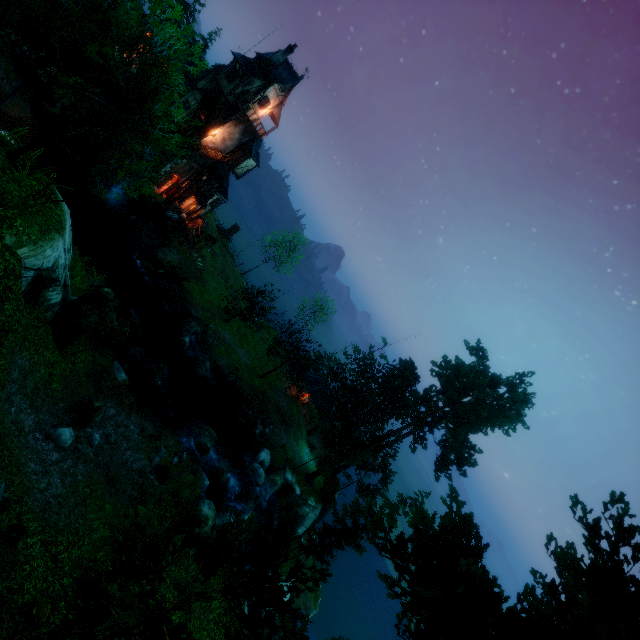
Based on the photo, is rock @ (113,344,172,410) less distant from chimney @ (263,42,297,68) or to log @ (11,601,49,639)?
log @ (11,601,49,639)

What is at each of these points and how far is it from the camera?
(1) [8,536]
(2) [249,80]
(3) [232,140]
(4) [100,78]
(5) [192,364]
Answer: (1) rock, 9.4 meters
(2) building, 30.8 meters
(3) tower, 35.5 meters
(4) tree, 12.7 meters
(5) rock, 29.0 meters

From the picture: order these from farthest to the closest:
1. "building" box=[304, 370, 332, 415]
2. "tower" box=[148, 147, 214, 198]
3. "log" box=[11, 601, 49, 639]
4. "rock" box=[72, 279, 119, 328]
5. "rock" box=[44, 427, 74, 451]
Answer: "building" box=[304, 370, 332, 415]
"tower" box=[148, 147, 214, 198]
"rock" box=[72, 279, 119, 328]
"rock" box=[44, 427, 74, 451]
"log" box=[11, 601, 49, 639]

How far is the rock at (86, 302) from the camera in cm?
1848

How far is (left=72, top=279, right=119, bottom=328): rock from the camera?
18.5 meters

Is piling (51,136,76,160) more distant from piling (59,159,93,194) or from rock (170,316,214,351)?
rock (170,316,214,351)

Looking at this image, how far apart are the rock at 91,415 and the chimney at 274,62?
33.9 meters

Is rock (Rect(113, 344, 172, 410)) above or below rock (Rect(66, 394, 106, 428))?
below
